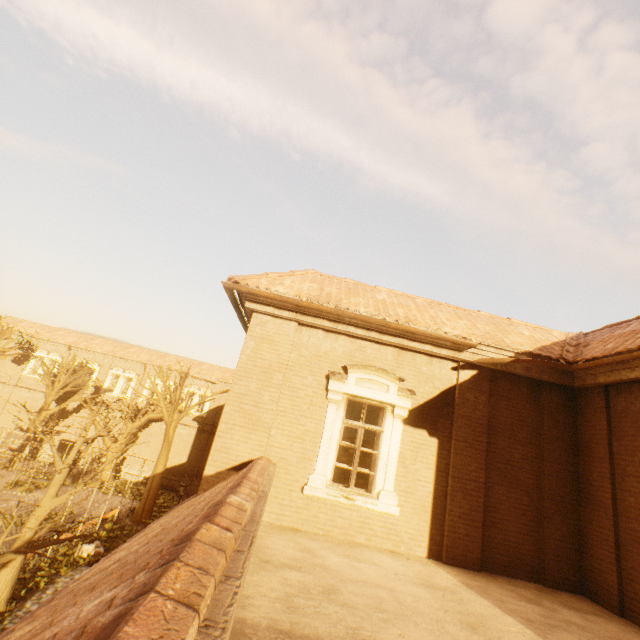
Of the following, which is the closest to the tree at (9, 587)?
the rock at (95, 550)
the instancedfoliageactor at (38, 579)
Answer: the instancedfoliageactor at (38, 579)

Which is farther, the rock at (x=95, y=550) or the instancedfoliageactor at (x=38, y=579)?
the rock at (x=95, y=550)

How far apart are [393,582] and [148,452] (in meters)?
33.38

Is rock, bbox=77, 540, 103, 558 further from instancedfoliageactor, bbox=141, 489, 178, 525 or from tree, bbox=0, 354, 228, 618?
instancedfoliageactor, bbox=141, 489, 178, 525

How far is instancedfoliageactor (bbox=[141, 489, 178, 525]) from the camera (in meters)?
22.17

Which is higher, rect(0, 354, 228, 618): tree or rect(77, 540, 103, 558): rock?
rect(0, 354, 228, 618): tree

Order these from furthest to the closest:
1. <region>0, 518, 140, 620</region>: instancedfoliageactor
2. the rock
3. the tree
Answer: the rock, <region>0, 518, 140, 620</region>: instancedfoliageactor, the tree

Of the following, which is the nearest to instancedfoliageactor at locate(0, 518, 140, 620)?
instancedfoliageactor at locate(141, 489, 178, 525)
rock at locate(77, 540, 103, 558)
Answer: rock at locate(77, 540, 103, 558)
